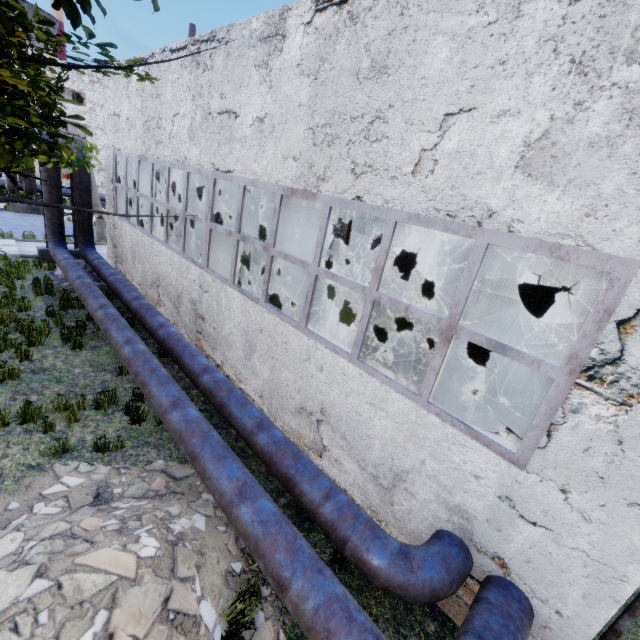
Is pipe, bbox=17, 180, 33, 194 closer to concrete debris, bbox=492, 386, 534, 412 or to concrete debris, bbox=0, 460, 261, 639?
concrete debris, bbox=0, 460, 261, 639

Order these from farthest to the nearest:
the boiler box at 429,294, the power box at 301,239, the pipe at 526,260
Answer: the power box at 301,239
the pipe at 526,260
the boiler box at 429,294

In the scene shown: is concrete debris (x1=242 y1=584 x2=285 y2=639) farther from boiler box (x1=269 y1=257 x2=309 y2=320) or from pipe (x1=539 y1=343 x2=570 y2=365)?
pipe (x1=539 y1=343 x2=570 y2=365)

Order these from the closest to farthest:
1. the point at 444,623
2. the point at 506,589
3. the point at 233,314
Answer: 1. the point at 506,589
2. the point at 444,623
3. the point at 233,314

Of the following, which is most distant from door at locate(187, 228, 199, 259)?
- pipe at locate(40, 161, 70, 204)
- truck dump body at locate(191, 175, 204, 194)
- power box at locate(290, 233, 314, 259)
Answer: truck dump body at locate(191, 175, 204, 194)

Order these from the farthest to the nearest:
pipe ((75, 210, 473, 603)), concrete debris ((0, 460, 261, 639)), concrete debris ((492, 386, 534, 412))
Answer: concrete debris ((492, 386, 534, 412))
pipe ((75, 210, 473, 603))
concrete debris ((0, 460, 261, 639))

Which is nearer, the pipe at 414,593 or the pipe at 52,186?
the pipe at 414,593

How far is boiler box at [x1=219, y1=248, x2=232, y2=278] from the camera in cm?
969
